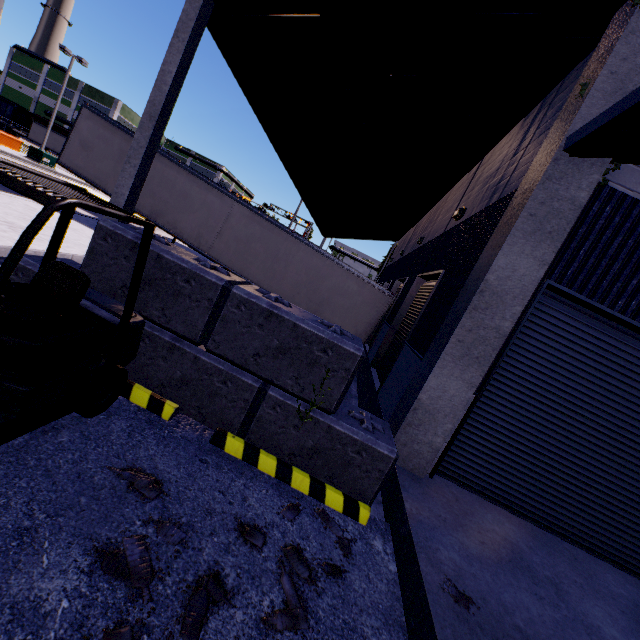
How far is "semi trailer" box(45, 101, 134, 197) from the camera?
13.36m

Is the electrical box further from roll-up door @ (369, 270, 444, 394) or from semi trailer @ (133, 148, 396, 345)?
roll-up door @ (369, 270, 444, 394)

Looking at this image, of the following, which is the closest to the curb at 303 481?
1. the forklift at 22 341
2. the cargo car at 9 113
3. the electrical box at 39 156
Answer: the forklift at 22 341

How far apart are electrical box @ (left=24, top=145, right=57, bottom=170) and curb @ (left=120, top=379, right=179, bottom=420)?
32.6 meters

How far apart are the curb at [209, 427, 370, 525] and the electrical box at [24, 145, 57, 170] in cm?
3466

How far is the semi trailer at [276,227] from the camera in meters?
13.1

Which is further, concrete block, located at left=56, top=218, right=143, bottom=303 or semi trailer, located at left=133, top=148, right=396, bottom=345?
semi trailer, located at left=133, top=148, right=396, bottom=345

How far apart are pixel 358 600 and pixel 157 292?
4.08m
